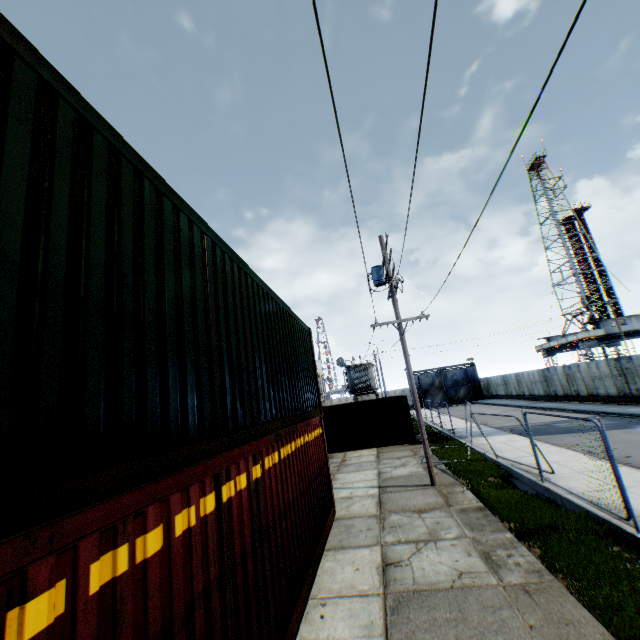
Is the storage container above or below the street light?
below

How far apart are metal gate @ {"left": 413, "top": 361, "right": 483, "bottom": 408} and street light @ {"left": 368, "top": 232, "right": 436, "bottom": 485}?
42.5m

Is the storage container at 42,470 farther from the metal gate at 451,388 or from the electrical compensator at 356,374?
the metal gate at 451,388

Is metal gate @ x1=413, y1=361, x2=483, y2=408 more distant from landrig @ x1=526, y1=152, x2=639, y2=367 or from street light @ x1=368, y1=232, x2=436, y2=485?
street light @ x1=368, y1=232, x2=436, y2=485

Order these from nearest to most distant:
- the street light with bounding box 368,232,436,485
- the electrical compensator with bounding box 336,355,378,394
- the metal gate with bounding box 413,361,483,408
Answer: the street light with bounding box 368,232,436,485 → the electrical compensator with bounding box 336,355,378,394 → the metal gate with bounding box 413,361,483,408

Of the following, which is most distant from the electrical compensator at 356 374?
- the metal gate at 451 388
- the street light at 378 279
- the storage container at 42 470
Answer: the metal gate at 451 388

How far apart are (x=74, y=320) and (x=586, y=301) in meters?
58.6 m

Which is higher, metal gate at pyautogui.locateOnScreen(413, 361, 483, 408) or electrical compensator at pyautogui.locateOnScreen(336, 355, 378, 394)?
electrical compensator at pyautogui.locateOnScreen(336, 355, 378, 394)
